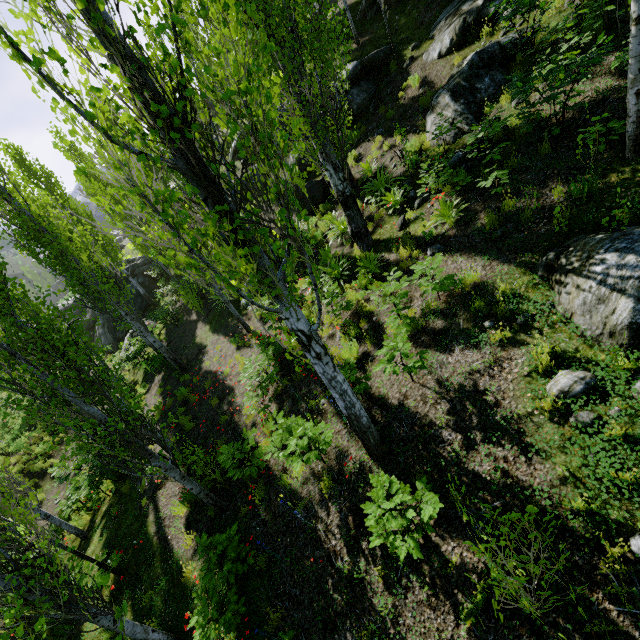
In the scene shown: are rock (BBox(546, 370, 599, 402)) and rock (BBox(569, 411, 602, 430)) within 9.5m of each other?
yes

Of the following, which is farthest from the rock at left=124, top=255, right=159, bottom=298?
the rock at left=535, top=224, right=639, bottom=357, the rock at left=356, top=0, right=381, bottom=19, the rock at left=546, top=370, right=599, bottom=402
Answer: the rock at left=546, top=370, right=599, bottom=402

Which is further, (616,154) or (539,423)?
(616,154)

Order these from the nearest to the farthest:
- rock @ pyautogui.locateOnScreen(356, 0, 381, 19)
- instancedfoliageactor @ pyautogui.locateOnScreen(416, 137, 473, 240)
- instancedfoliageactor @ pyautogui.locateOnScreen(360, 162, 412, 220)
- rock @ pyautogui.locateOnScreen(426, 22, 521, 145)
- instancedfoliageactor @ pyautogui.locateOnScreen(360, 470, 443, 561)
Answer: instancedfoliageactor @ pyautogui.locateOnScreen(360, 470, 443, 561) < instancedfoliageactor @ pyautogui.locateOnScreen(416, 137, 473, 240) < rock @ pyautogui.locateOnScreen(426, 22, 521, 145) < instancedfoliageactor @ pyautogui.locateOnScreen(360, 162, 412, 220) < rock @ pyautogui.locateOnScreen(356, 0, 381, 19)

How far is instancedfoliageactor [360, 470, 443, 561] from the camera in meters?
3.9 m

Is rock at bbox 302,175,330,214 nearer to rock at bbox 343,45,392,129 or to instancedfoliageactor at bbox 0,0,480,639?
instancedfoliageactor at bbox 0,0,480,639

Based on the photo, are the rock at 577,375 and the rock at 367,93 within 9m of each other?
no

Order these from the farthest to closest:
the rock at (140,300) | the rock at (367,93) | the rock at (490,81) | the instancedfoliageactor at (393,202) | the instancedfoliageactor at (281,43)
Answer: the rock at (140,300), the rock at (367,93), the instancedfoliageactor at (393,202), the rock at (490,81), the instancedfoliageactor at (281,43)
